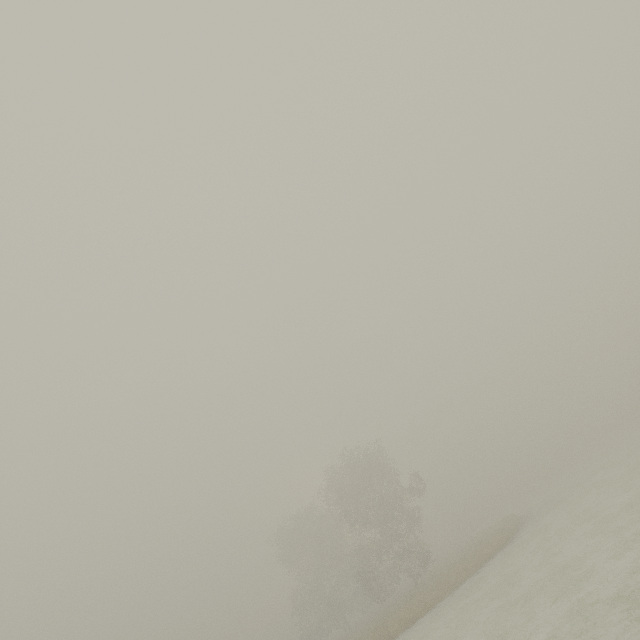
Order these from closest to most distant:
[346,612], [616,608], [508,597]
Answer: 1. [616,608]
2. [508,597]
3. [346,612]
